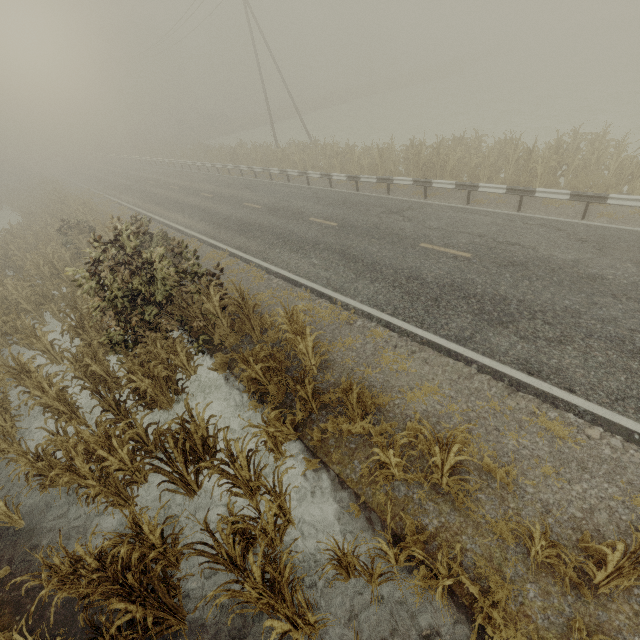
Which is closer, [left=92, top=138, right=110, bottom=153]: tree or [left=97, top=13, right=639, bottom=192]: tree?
[left=97, top=13, right=639, bottom=192]: tree

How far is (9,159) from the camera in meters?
53.2

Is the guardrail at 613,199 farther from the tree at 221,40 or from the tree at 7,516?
the tree at 221,40

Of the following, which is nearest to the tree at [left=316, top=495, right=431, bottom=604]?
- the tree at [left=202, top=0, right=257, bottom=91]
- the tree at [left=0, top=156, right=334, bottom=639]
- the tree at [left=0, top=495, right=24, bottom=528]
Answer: the tree at [left=0, top=156, right=334, bottom=639]

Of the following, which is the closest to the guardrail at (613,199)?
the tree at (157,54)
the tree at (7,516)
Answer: the tree at (157,54)

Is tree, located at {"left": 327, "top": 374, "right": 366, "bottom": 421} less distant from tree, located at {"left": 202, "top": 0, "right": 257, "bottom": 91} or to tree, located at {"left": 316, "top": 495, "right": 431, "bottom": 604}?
tree, located at {"left": 316, "top": 495, "right": 431, "bottom": 604}
